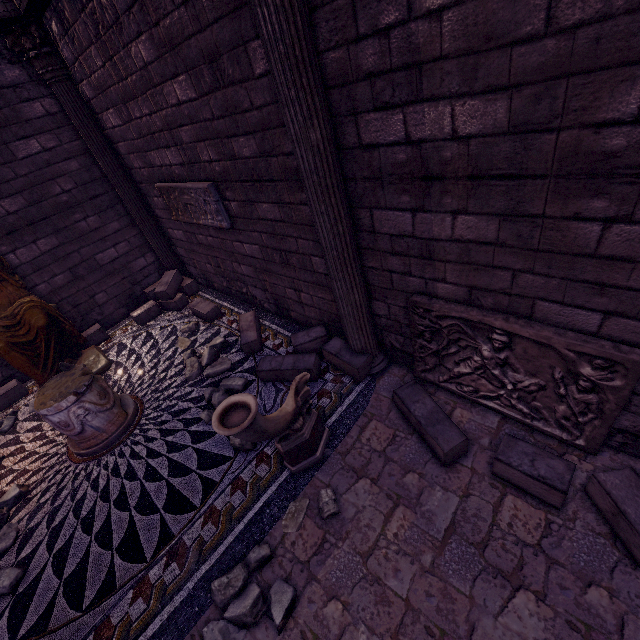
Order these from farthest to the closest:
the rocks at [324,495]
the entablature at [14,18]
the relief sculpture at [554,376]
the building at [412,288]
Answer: the entablature at [14,18] < the rocks at [324,495] < the relief sculpture at [554,376] < the building at [412,288]

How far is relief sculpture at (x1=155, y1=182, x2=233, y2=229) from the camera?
4.7 meters

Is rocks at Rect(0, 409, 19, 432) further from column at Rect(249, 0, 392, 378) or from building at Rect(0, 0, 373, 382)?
A: column at Rect(249, 0, 392, 378)

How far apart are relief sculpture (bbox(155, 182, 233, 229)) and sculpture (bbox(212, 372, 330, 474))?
2.8m

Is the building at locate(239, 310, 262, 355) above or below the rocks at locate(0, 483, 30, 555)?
above

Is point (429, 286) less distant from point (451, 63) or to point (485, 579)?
point (451, 63)

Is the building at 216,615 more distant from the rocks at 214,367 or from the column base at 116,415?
the column base at 116,415

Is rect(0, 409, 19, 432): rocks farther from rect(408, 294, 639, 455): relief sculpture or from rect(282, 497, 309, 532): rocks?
rect(408, 294, 639, 455): relief sculpture
